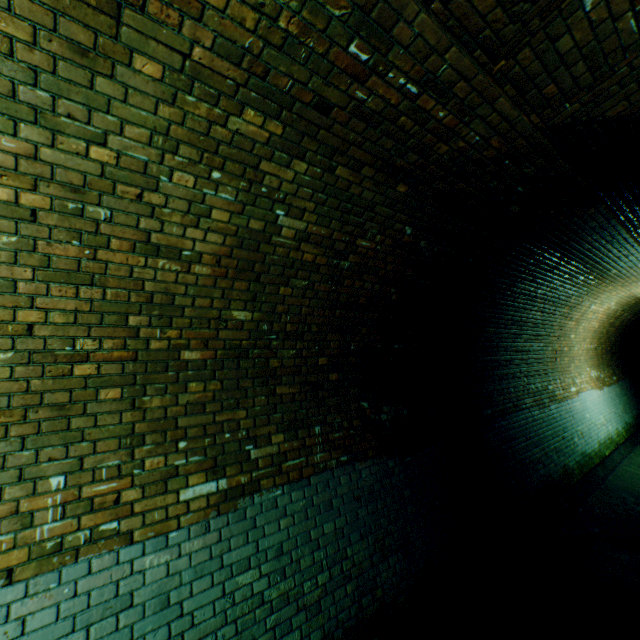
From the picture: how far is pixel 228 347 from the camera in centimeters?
296cm

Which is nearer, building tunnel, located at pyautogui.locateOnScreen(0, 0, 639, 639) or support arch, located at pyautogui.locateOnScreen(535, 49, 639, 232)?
building tunnel, located at pyautogui.locateOnScreen(0, 0, 639, 639)

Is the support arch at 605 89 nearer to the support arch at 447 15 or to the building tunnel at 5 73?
the building tunnel at 5 73

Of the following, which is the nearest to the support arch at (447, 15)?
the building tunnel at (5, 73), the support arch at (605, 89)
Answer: the building tunnel at (5, 73)

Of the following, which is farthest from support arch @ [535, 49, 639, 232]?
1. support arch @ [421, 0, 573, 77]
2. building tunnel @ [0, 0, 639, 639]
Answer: support arch @ [421, 0, 573, 77]

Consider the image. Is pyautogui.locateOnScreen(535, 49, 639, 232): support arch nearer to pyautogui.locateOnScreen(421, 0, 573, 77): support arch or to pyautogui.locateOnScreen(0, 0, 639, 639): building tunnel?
pyautogui.locateOnScreen(0, 0, 639, 639): building tunnel
